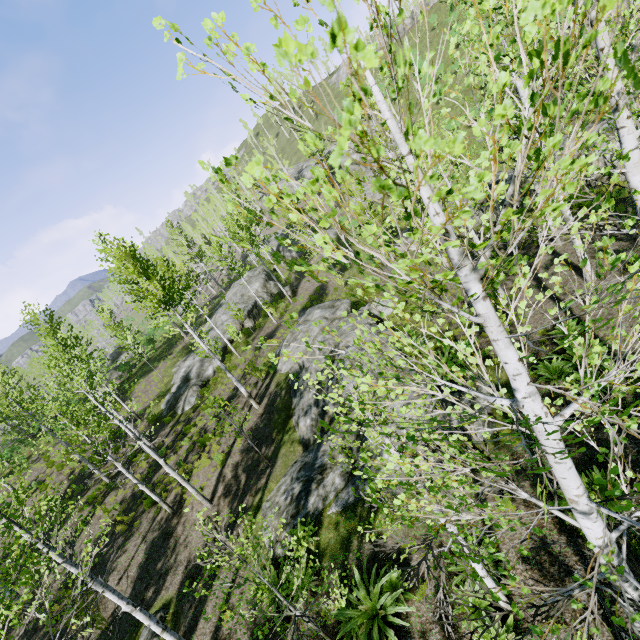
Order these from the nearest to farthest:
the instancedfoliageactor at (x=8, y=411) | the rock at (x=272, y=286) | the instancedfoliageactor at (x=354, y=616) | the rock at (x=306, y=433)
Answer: the instancedfoliageactor at (x=354, y=616), the instancedfoliageactor at (x=8, y=411), the rock at (x=306, y=433), the rock at (x=272, y=286)

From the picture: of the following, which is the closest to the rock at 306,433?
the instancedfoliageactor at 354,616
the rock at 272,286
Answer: the instancedfoliageactor at 354,616

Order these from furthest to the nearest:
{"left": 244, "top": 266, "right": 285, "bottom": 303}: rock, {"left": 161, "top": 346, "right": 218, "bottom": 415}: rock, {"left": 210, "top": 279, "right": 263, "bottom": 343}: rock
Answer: {"left": 244, "top": 266, "right": 285, "bottom": 303}: rock < {"left": 210, "top": 279, "right": 263, "bottom": 343}: rock < {"left": 161, "top": 346, "right": 218, "bottom": 415}: rock

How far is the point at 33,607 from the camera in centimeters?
449cm

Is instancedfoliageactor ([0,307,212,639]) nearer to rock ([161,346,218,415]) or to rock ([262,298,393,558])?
rock ([161,346,218,415])

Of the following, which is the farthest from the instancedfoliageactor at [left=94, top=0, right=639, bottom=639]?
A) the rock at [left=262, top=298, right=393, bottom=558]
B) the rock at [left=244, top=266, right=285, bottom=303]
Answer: the rock at [left=262, top=298, right=393, bottom=558]

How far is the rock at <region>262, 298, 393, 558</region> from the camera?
10.1 meters
